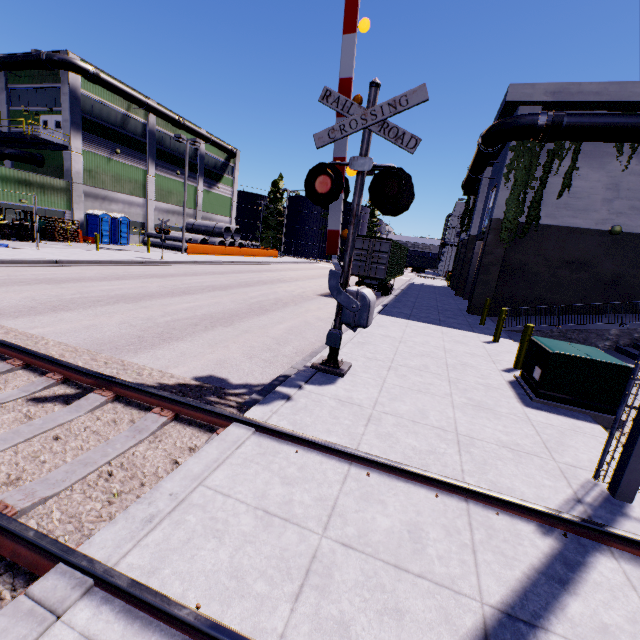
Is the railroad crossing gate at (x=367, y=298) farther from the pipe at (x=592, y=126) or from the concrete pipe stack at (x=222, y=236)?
the concrete pipe stack at (x=222, y=236)

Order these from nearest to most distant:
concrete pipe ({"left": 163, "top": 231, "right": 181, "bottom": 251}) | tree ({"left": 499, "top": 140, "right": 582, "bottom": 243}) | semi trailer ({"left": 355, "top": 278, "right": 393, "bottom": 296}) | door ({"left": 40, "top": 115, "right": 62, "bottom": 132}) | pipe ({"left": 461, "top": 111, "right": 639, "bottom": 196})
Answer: pipe ({"left": 461, "top": 111, "right": 639, "bottom": 196}) < tree ({"left": 499, "top": 140, "right": 582, "bottom": 243}) < semi trailer ({"left": 355, "top": 278, "right": 393, "bottom": 296}) < door ({"left": 40, "top": 115, "right": 62, "bottom": 132}) < concrete pipe ({"left": 163, "top": 231, "right": 181, "bottom": 251})

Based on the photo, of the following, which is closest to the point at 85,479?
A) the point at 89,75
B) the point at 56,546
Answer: the point at 56,546

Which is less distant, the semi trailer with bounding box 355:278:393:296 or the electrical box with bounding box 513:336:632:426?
the electrical box with bounding box 513:336:632:426

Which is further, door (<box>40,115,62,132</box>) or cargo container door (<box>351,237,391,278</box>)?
door (<box>40,115,62,132</box>)

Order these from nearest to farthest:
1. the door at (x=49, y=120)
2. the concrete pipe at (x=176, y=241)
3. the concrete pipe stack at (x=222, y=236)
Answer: the door at (x=49, y=120), the concrete pipe at (x=176, y=241), the concrete pipe stack at (x=222, y=236)

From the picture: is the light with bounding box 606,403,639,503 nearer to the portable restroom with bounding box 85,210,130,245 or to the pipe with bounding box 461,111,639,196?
the pipe with bounding box 461,111,639,196

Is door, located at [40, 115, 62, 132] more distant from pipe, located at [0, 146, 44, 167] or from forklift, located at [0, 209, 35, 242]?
forklift, located at [0, 209, 35, 242]
